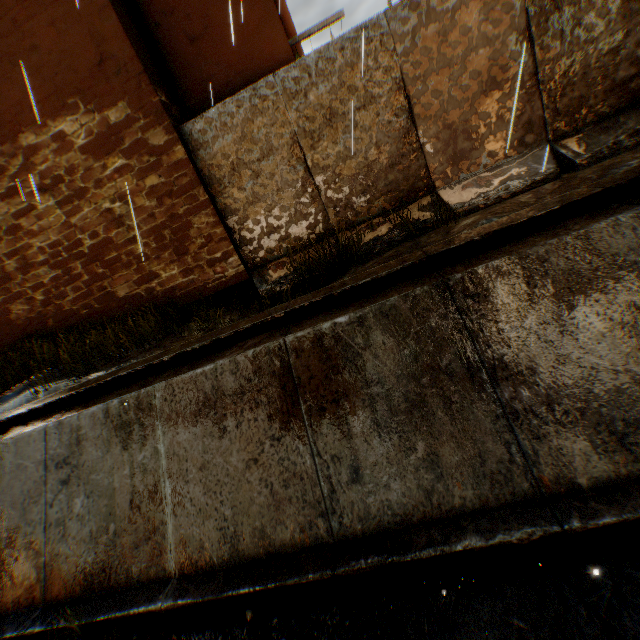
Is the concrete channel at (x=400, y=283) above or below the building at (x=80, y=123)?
below

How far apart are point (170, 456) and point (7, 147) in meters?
6.7

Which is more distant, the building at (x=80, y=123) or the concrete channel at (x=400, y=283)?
the building at (x=80, y=123)

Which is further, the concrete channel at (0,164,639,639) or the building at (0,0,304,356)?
the building at (0,0,304,356)

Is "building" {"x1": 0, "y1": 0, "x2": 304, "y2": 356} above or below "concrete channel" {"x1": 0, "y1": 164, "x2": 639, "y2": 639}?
above
